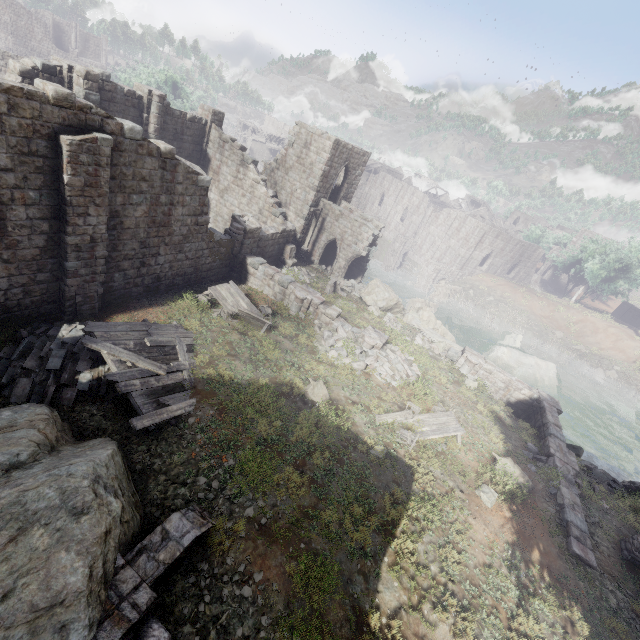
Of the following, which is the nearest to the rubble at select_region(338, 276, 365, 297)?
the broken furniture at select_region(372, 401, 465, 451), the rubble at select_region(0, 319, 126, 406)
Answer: the broken furniture at select_region(372, 401, 465, 451)

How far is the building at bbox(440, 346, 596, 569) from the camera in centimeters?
1104cm

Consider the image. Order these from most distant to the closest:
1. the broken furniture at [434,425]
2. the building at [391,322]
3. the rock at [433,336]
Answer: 1. the rock at [433,336]
2. the building at [391,322]
3. the broken furniture at [434,425]

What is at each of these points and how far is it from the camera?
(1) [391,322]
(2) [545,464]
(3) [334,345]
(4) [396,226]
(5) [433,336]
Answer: (1) building, 22.0m
(2) rubble, 13.9m
(3) rubble, 16.2m
(4) building, 58.0m
(5) rock, 23.7m

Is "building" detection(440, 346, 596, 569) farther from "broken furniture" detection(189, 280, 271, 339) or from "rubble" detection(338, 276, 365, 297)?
"broken furniture" detection(189, 280, 271, 339)

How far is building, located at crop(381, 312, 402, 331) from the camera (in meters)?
21.31

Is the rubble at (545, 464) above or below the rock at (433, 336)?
above

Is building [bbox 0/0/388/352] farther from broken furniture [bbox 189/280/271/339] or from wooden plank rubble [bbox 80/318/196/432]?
wooden plank rubble [bbox 80/318/196/432]
